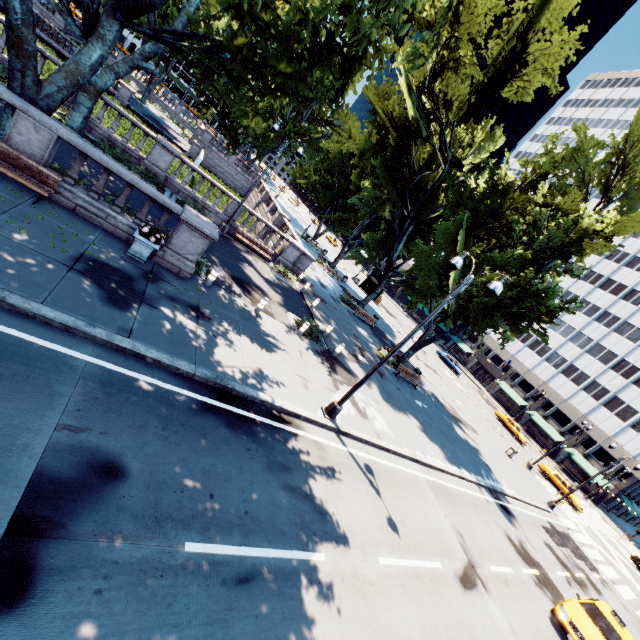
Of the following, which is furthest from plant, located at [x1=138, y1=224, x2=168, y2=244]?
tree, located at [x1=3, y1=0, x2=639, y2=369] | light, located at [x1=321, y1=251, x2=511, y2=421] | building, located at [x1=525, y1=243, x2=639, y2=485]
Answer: building, located at [x1=525, y1=243, x2=639, y2=485]

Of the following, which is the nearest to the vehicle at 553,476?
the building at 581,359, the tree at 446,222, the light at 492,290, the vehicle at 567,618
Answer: the building at 581,359

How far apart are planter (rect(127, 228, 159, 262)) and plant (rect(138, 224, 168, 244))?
0.0m

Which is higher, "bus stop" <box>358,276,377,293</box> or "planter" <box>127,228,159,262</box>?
"bus stop" <box>358,276,377,293</box>

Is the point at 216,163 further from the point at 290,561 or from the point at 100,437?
the point at 290,561

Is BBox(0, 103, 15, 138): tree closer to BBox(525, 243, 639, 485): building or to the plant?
BBox(525, 243, 639, 485): building

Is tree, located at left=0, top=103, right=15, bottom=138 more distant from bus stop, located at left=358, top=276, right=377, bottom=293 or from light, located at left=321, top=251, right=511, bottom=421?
bus stop, located at left=358, top=276, right=377, bottom=293

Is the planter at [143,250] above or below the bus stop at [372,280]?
below
